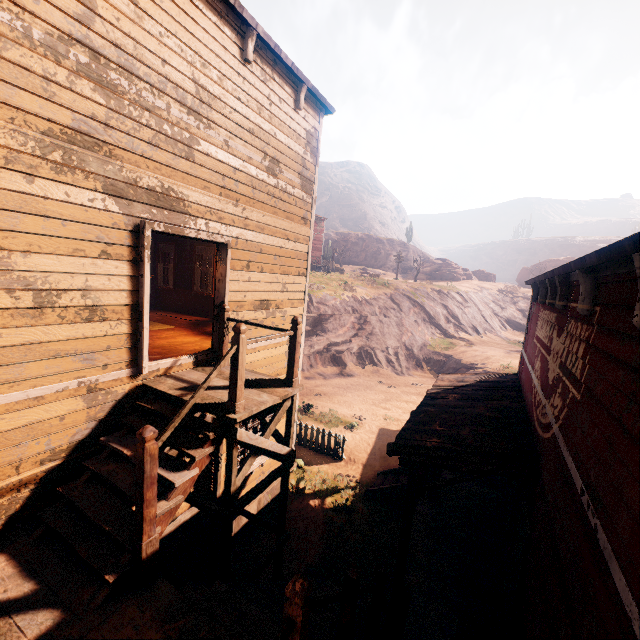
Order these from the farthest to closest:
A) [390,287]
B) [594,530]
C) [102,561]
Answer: [390,287] → [102,561] → [594,530]

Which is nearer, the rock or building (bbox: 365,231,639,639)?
building (bbox: 365,231,639,639)

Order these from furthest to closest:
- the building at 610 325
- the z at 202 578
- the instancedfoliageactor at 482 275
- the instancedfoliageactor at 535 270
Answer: the instancedfoliageactor at 482 275
the instancedfoliageactor at 535 270
the z at 202 578
the building at 610 325

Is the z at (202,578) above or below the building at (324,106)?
below

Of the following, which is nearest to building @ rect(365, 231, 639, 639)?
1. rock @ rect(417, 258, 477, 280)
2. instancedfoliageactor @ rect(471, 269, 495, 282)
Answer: rock @ rect(417, 258, 477, 280)

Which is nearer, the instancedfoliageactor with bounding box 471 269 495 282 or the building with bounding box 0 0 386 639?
the building with bounding box 0 0 386 639

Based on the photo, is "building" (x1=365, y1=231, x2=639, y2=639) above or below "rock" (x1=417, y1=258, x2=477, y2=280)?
below

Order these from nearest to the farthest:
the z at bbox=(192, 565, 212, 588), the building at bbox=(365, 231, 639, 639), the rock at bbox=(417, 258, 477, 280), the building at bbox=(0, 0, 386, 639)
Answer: the building at bbox=(365, 231, 639, 639) → the building at bbox=(0, 0, 386, 639) → the z at bbox=(192, 565, 212, 588) → the rock at bbox=(417, 258, 477, 280)
